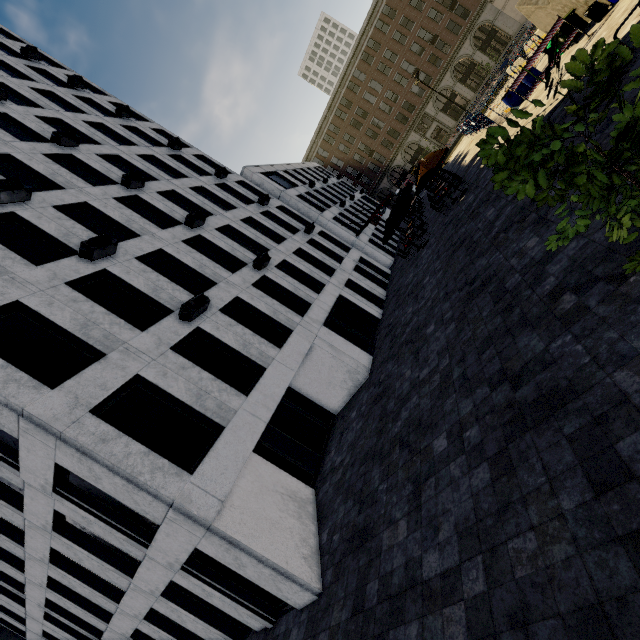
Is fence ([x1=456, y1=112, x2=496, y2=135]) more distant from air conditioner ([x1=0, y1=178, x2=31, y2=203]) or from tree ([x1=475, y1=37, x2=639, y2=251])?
air conditioner ([x1=0, y1=178, x2=31, y2=203])

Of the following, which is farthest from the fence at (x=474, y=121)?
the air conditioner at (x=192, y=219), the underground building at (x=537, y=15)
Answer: the air conditioner at (x=192, y=219)

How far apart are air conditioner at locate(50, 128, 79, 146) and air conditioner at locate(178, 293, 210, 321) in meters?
12.1 m

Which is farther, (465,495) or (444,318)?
(444,318)

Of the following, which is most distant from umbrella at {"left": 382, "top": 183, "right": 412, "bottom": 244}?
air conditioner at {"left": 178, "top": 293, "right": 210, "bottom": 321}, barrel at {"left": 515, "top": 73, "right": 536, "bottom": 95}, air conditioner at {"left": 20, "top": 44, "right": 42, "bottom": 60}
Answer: air conditioner at {"left": 20, "top": 44, "right": 42, "bottom": 60}

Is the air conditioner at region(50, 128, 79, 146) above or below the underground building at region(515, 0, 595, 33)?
above

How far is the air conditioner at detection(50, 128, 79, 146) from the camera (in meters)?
15.73

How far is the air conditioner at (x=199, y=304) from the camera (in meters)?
10.91
